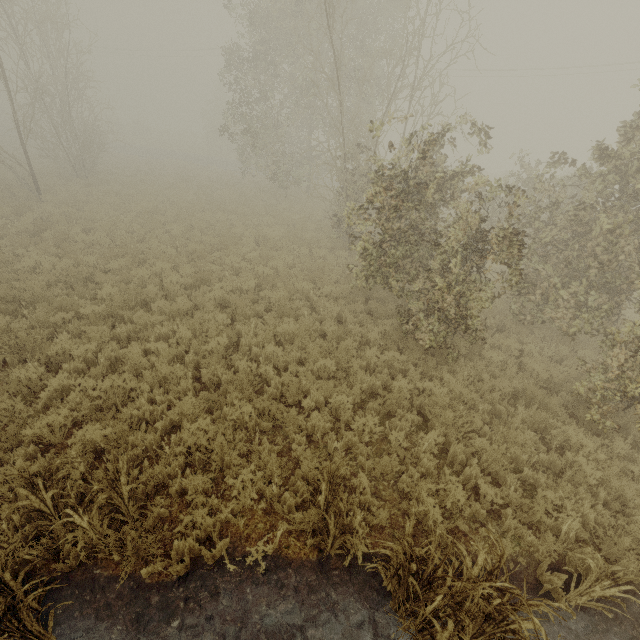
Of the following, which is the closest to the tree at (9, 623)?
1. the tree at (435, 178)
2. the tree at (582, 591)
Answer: the tree at (582, 591)

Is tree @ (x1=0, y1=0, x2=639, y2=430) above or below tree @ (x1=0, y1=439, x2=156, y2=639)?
above

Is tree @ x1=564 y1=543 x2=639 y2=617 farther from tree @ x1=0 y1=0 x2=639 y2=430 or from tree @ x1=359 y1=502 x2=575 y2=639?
tree @ x1=0 y1=0 x2=639 y2=430

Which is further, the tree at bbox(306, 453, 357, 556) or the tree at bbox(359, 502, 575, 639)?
the tree at bbox(306, 453, 357, 556)

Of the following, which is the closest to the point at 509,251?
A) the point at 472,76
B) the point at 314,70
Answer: the point at 314,70

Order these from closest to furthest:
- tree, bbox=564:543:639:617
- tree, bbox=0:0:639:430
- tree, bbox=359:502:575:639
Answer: tree, bbox=359:502:575:639 < tree, bbox=564:543:639:617 < tree, bbox=0:0:639:430

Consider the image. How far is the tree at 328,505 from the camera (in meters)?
3.94
